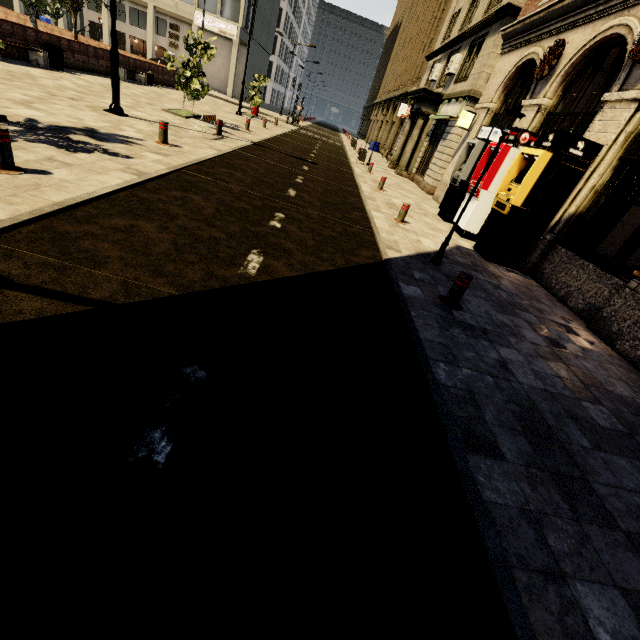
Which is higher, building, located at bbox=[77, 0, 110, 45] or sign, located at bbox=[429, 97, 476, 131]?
sign, located at bbox=[429, 97, 476, 131]

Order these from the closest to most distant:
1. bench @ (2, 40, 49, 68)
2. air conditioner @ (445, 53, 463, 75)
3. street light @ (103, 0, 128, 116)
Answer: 1. street light @ (103, 0, 128, 116)
2. bench @ (2, 40, 49, 68)
3. air conditioner @ (445, 53, 463, 75)

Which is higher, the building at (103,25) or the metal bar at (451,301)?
the building at (103,25)

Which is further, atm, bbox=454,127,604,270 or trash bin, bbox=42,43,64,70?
trash bin, bbox=42,43,64,70

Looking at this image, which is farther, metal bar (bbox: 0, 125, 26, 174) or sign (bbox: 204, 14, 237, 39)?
sign (bbox: 204, 14, 237, 39)

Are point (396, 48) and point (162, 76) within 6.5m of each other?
no

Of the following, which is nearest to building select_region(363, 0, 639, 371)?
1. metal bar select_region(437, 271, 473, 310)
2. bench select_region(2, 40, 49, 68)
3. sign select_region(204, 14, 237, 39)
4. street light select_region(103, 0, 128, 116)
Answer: sign select_region(204, 14, 237, 39)

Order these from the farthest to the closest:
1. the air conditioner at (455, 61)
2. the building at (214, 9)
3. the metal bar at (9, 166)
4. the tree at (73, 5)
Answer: the building at (214, 9)
the tree at (73, 5)
the air conditioner at (455, 61)
the metal bar at (9, 166)
